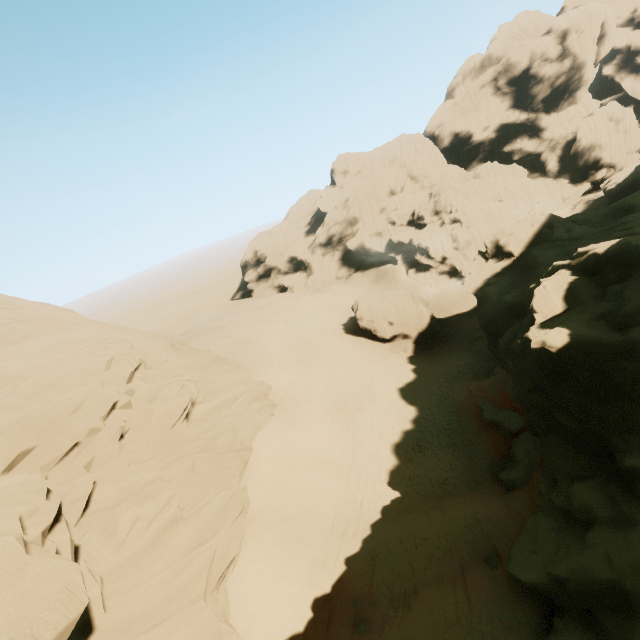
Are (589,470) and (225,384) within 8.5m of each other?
no

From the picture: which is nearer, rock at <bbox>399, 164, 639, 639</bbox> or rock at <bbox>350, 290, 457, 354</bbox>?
rock at <bbox>399, 164, 639, 639</bbox>

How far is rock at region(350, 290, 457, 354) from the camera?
35.9m

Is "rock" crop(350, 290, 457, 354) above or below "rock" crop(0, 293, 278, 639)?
below

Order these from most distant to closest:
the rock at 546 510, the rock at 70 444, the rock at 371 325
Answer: the rock at 371 325, the rock at 546 510, the rock at 70 444

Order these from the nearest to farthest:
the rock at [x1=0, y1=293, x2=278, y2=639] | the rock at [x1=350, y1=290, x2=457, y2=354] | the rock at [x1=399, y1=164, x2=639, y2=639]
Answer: the rock at [x1=0, y1=293, x2=278, y2=639], the rock at [x1=399, y1=164, x2=639, y2=639], the rock at [x1=350, y1=290, x2=457, y2=354]

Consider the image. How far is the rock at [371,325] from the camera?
35.9 meters
